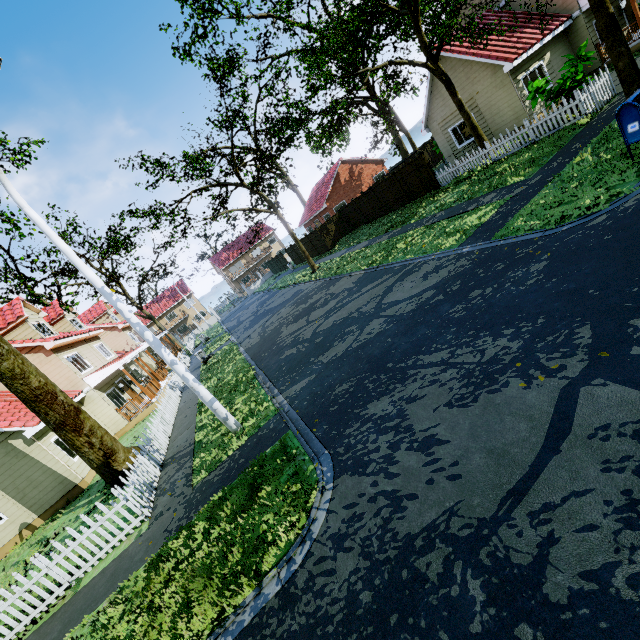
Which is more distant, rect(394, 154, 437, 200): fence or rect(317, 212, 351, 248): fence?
rect(317, 212, 351, 248): fence

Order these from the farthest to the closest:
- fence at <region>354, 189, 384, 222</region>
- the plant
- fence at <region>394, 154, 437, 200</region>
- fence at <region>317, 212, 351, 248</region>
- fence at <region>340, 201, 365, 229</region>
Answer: fence at <region>317, 212, 351, 248</region>
fence at <region>340, 201, 365, 229</region>
fence at <region>354, 189, 384, 222</region>
fence at <region>394, 154, 437, 200</region>
the plant

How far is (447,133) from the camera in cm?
2105

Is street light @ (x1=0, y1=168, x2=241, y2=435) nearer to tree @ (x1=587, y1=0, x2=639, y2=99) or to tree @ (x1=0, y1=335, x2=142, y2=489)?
tree @ (x1=0, y1=335, x2=142, y2=489)

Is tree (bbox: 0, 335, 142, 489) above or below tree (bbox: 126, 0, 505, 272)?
below

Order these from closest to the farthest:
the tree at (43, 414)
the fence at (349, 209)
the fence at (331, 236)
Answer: the tree at (43, 414), the fence at (349, 209), the fence at (331, 236)

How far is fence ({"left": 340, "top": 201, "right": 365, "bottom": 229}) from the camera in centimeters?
2812cm

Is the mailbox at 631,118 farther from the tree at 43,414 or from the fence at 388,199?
the fence at 388,199
